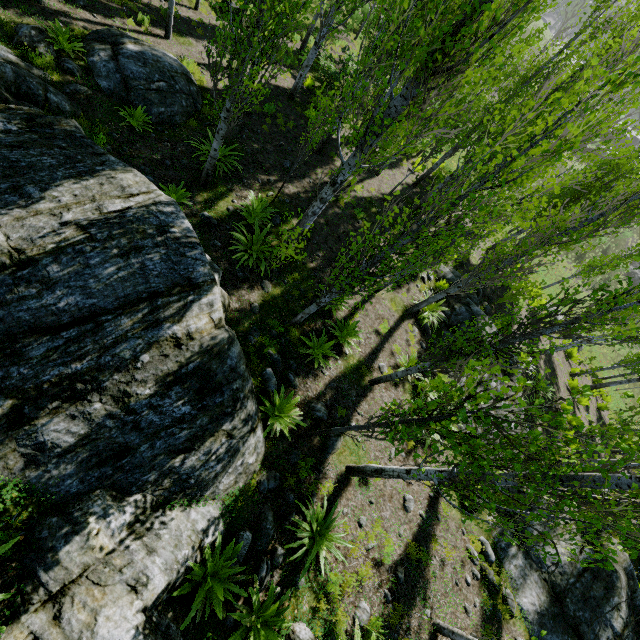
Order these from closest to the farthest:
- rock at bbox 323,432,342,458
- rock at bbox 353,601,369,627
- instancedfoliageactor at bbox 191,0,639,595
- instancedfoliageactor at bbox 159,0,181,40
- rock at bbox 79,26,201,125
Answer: instancedfoliageactor at bbox 191,0,639,595 < rock at bbox 353,601,369,627 < rock at bbox 323,432,342,458 < rock at bbox 79,26,201,125 < instancedfoliageactor at bbox 159,0,181,40

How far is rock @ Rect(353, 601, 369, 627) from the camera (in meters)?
5.82

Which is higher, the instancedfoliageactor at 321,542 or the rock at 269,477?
the instancedfoliageactor at 321,542

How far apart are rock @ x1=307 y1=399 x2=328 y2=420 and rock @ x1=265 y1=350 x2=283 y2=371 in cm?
40

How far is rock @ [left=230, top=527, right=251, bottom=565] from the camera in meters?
5.1

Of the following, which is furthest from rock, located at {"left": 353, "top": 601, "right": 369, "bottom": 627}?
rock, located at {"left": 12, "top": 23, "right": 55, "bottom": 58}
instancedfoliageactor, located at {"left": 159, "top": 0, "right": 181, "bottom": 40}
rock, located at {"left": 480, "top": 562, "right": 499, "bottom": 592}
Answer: rock, located at {"left": 480, "top": 562, "right": 499, "bottom": 592}

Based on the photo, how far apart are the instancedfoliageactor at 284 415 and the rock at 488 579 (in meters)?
5.76

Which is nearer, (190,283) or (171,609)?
(171,609)
